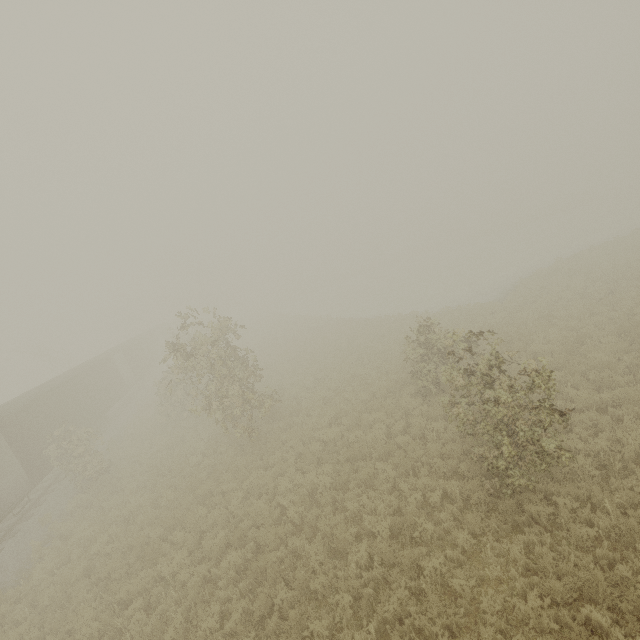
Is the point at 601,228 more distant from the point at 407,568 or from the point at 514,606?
the point at 407,568
